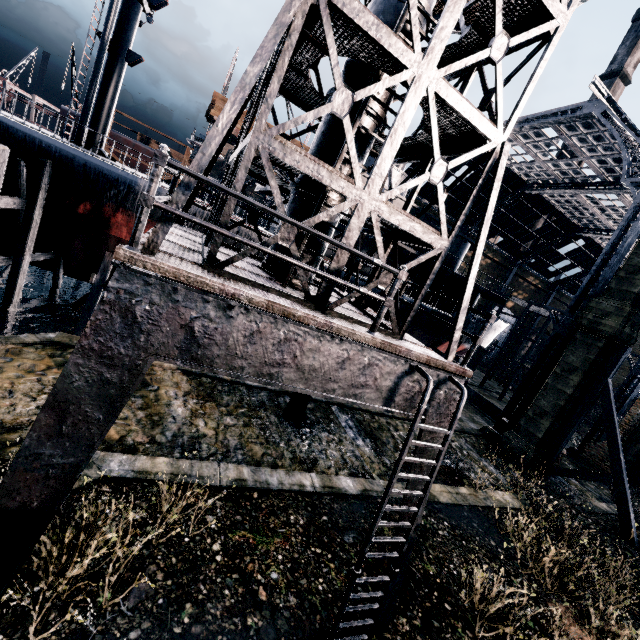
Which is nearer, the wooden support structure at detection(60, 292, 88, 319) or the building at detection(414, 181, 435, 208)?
the wooden support structure at detection(60, 292, 88, 319)

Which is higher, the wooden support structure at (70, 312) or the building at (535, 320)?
the building at (535, 320)

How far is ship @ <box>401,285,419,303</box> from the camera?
23.17m

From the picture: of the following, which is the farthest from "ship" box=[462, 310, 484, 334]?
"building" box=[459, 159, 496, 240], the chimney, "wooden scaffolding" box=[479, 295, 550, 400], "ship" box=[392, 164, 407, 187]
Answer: the chimney

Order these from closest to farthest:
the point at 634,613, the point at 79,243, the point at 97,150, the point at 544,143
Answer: the point at 634,613 < the point at 97,150 < the point at 79,243 < the point at 544,143

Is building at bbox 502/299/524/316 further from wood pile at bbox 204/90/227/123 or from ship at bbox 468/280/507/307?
wood pile at bbox 204/90/227/123

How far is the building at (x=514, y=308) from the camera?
56.81m
